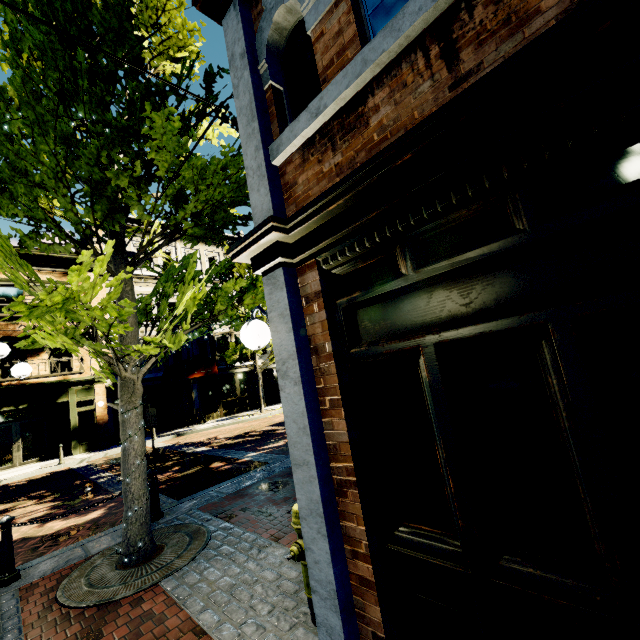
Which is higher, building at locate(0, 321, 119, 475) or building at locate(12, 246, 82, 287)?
building at locate(12, 246, 82, 287)

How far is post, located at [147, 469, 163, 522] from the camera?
5.8 meters

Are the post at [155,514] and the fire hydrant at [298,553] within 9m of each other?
yes

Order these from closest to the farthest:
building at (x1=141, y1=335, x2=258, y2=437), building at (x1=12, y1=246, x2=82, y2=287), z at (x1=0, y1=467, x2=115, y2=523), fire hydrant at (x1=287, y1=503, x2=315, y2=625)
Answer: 1. fire hydrant at (x1=287, y1=503, x2=315, y2=625)
2. z at (x1=0, y1=467, x2=115, y2=523)
3. building at (x1=12, y1=246, x2=82, y2=287)
4. building at (x1=141, y1=335, x2=258, y2=437)

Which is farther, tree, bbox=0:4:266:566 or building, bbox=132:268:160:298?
building, bbox=132:268:160:298

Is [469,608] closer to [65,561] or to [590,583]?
[590,583]

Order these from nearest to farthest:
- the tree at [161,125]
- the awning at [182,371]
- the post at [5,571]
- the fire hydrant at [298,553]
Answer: the fire hydrant at [298,553]
the tree at [161,125]
the post at [5,571]
the awning at [182,371]

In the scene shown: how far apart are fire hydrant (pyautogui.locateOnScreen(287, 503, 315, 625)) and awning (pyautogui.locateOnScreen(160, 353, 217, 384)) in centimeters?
1658cm
